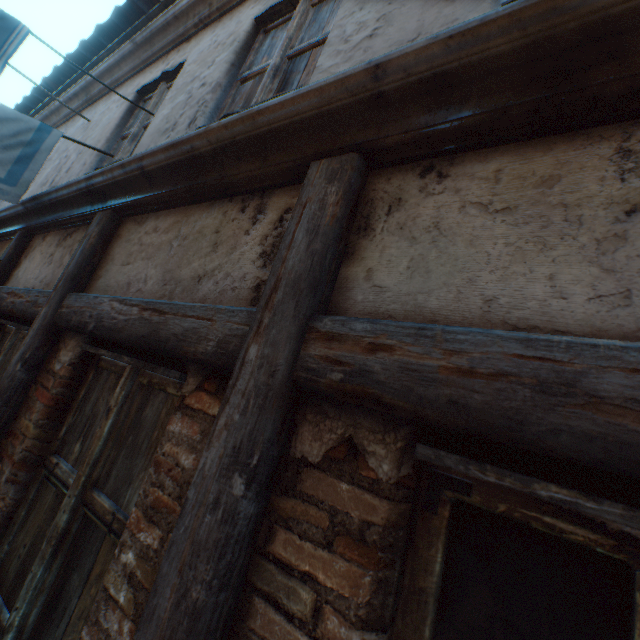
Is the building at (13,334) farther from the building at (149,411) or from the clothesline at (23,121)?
the clothesline at (23,121)

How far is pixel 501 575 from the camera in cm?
75

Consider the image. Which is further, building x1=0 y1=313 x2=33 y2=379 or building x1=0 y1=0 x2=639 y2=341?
building x1=0 y1=313 x2=33 y2=379

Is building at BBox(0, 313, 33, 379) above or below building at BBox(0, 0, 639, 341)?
below

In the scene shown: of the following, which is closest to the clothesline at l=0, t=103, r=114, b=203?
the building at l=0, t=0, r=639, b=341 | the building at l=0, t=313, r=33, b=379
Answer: the building at l=0, t=0, r=639, b=341

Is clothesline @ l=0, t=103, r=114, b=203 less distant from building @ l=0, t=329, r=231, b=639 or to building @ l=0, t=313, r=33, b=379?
building @ l=0, t=329, r=231, b=639

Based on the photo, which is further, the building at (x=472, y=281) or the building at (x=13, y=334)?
the building at (x=13, y=334)
